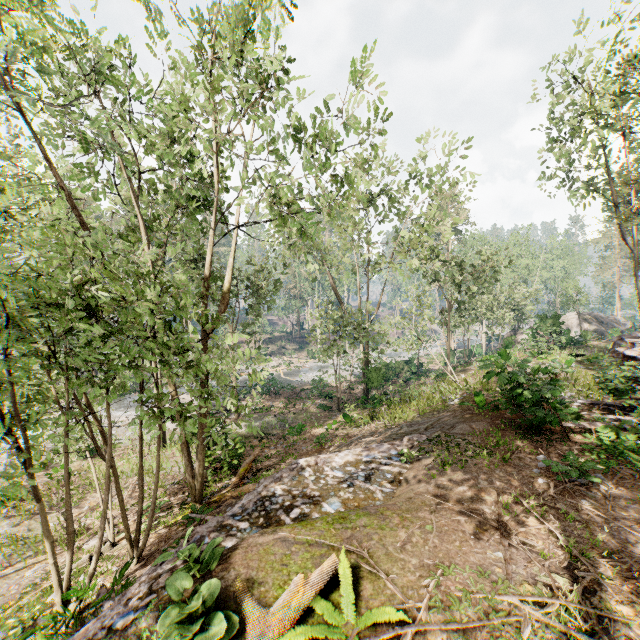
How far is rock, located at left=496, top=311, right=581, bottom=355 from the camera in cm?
2459

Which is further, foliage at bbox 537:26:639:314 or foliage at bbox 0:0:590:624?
foliage at bbox 537:26:639:314

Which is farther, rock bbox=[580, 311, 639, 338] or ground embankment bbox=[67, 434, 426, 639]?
rock bbox=[580, 311, 639, 338]

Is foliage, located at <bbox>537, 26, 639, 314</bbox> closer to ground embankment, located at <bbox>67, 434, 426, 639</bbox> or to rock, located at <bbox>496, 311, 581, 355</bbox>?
ground embankment, located at <bbox>67, 434, 426, 639</bbox>

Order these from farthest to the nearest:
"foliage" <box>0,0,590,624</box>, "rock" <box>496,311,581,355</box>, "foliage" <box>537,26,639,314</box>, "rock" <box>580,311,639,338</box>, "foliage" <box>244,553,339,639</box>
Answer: "rock" <box>580,311,639,338</box> → "rock" <box>496,311,581,355</box> → "foliage" <box>537,26,639,314</box> → "foliage" <box>0,0,590,624</box> → "foliage" <box>244,553,339,639</box>

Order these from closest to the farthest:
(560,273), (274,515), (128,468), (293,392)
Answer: (274,515) < (128,468) < (293,392) < (560,273)

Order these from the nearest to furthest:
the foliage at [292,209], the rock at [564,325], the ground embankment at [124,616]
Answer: the ground embankment at [124,616]
the foliage at [292,209]
the rock at [564,325]

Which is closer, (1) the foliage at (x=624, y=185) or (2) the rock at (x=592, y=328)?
(1) the foliage at (x=624, y=185)
